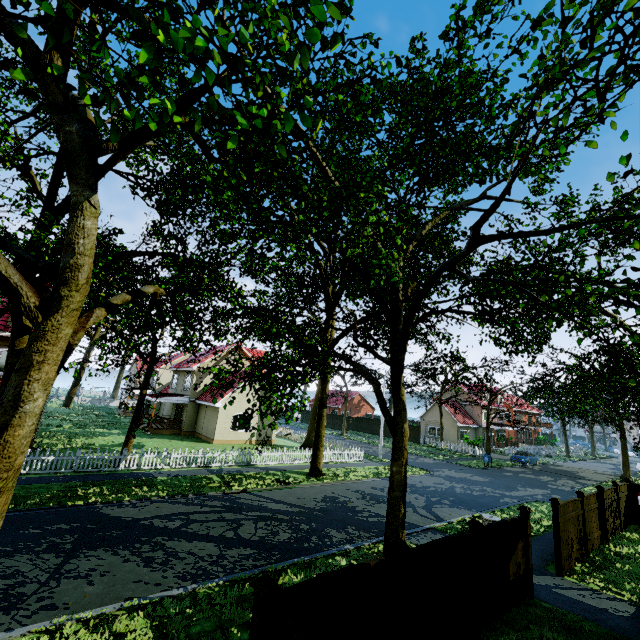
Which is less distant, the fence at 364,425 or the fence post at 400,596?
the fence post at 400,596

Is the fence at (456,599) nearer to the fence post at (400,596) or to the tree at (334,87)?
the fence post at (400,596)

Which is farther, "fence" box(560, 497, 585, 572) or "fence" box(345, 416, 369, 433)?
"fence" box(345, 416, 369, 433)

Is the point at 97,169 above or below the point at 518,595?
above

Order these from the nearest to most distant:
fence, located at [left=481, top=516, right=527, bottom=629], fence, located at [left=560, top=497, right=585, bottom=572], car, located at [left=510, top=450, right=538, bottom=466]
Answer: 1. fence, located at [left=481, top=516, right=527, bottom=629]
2. fence, located at [left=560, top=497, right=585, bottom=572]
3. car, located at [left=510, top=450, right=538, bottom=466]

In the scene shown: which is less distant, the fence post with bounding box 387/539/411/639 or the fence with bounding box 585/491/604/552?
the fence post with bounding box 387/539/411/639

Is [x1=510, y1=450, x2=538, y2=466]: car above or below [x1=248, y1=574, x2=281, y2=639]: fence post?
below

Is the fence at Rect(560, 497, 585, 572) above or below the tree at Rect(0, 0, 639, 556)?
below
